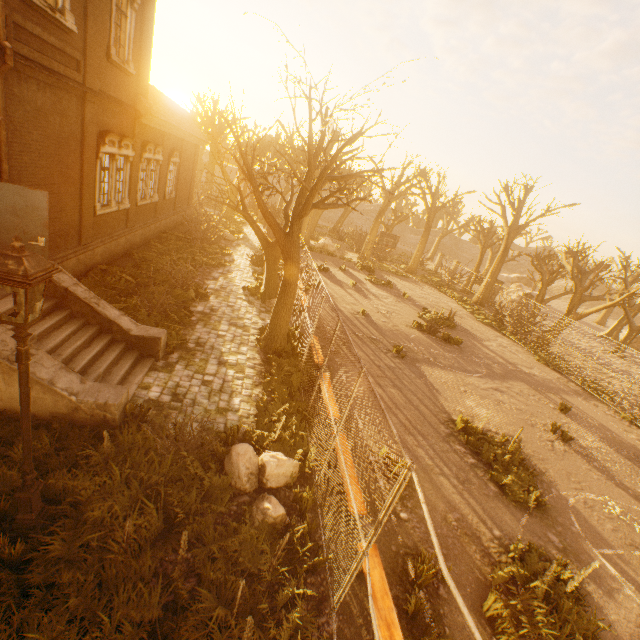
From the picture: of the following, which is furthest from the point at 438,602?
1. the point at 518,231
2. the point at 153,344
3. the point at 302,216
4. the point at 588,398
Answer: the point at 518,231

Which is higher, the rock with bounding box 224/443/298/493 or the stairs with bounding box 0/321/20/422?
the stairs with bounding box 0/321/20/422

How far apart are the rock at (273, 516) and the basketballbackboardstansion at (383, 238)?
22.80m

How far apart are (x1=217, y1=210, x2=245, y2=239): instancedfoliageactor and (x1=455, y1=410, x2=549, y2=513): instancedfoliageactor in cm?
2635

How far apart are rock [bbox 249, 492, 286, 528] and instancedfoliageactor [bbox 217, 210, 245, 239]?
26.59m

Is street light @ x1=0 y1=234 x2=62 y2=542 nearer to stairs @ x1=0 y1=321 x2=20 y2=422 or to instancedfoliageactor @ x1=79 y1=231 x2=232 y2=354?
stairs @ x1=0 y1=321 x2=20 y2=422

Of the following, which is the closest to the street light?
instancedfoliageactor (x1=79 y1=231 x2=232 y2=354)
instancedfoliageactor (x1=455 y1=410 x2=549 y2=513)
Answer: instancedfoliageactor (x1=79 y1=231 x2=232 y2=354)

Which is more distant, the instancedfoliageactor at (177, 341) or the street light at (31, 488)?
the instancedfoliageactor at (177, 341)
